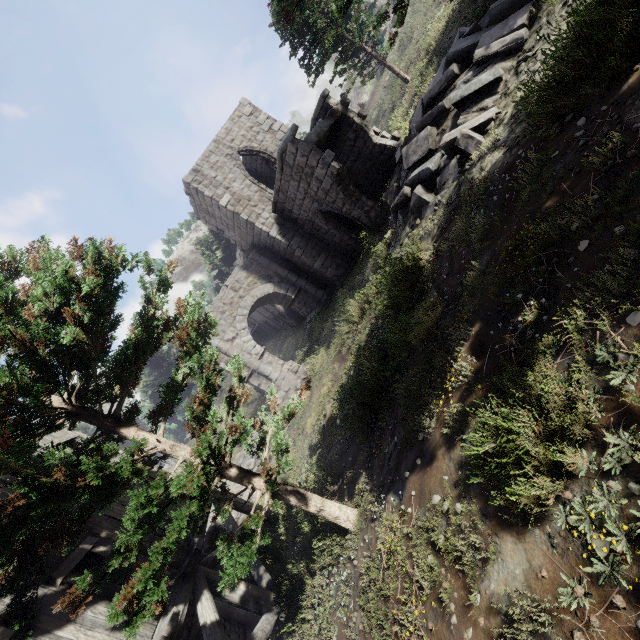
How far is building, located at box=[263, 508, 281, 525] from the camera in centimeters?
1059cm

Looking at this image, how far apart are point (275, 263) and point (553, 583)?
18.1m

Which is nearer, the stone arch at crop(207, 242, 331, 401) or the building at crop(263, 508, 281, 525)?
the building at crop(263, 508, 281, 525)

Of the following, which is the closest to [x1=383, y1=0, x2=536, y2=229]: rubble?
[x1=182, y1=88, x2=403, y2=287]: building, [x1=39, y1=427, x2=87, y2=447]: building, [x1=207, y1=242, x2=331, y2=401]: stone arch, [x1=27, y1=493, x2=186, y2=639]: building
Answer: [x1=182, y1=88, x2=403, y2=287]: building

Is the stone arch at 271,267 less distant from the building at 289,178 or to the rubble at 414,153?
the building at 289,178

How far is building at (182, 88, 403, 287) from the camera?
12.6 meters

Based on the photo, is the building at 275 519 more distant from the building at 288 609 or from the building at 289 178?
the building at 289 178

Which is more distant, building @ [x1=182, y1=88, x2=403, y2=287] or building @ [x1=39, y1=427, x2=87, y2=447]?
building @ [x1=182, y1=88, x2=403, y2=287]
